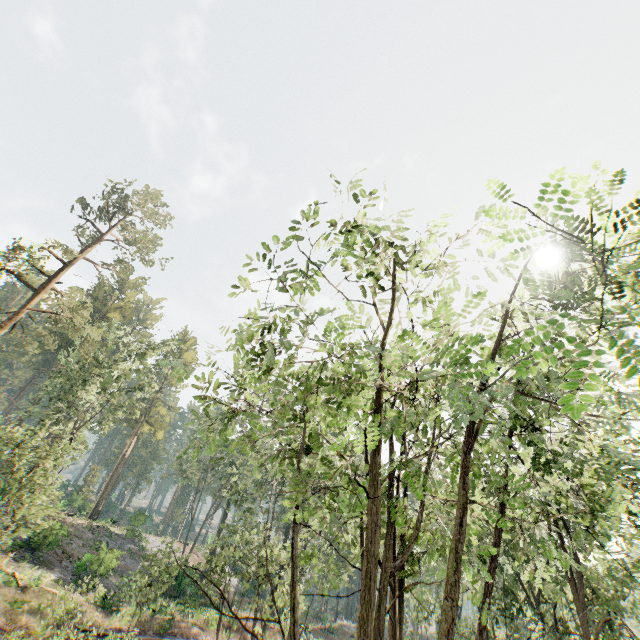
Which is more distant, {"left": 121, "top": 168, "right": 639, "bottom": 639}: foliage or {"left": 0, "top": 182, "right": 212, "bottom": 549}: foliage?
{"left": 0, "top": 182, "right": 212, "bottom": 549}: foliage

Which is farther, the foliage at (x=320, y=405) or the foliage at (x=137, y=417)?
the foliage at (x=137, y=417)

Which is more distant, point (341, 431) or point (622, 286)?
point (341, 431)
